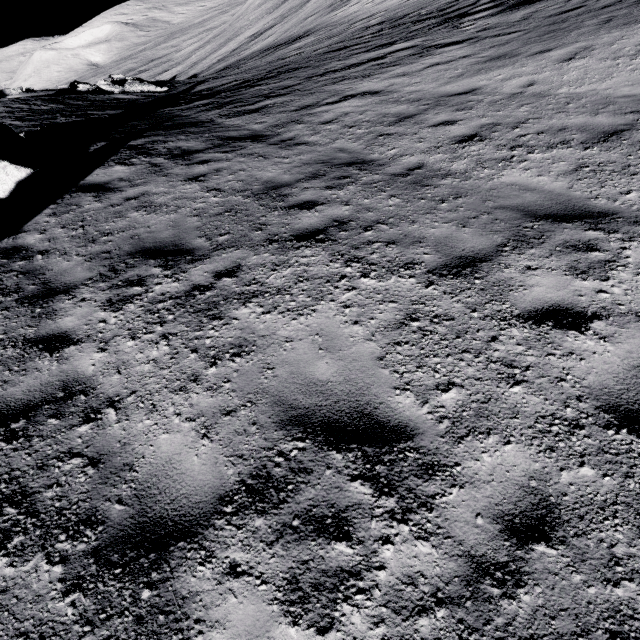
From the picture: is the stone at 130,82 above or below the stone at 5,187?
below

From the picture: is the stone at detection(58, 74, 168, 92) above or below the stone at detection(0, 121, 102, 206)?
below

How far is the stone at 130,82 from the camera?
23.3 meters

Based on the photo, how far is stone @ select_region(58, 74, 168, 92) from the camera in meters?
23.3

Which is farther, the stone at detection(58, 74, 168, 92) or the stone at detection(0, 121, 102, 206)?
the stone at detection(58, 74, 168, 92)

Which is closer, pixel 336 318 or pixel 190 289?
pixel 336 318
